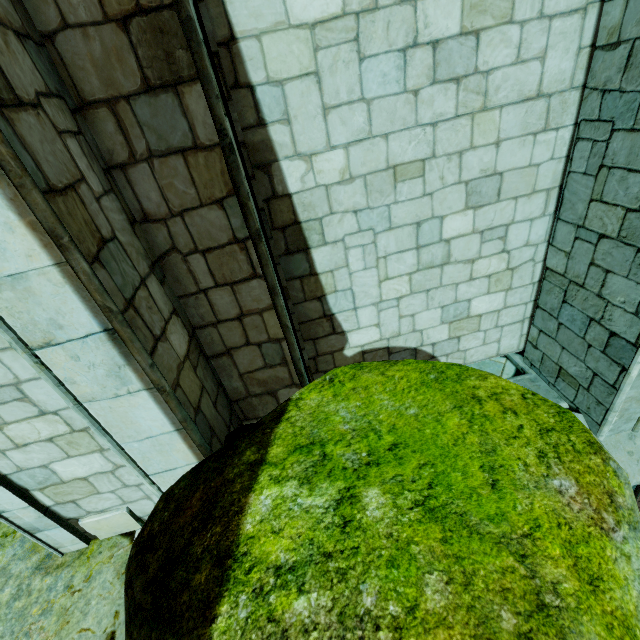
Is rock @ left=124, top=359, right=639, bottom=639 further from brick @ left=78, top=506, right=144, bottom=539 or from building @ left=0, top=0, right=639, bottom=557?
brick @ left=78, top=506, right=144, bottom=539

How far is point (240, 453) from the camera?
1.6 meters

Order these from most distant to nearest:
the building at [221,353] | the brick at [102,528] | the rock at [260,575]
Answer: the brick at [102,528] < the building at [221,353] < the rock at [260,575]

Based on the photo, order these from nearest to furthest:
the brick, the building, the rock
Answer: the rock < the building < the brick

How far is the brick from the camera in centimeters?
374cm

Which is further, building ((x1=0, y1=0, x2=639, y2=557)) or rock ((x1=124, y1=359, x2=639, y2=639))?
building ((x1=0, y1=0, x2=639, y2=557))

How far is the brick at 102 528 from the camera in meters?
3.7

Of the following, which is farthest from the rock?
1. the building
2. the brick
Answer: the brick
